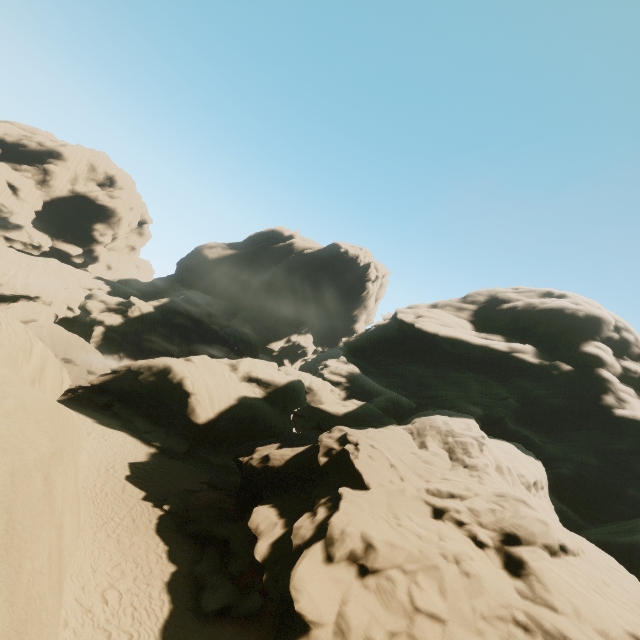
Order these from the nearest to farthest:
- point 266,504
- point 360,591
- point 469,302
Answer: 1. point 360,591
2. point 266,504
3. point 469,302

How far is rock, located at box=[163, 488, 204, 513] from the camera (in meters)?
16.02

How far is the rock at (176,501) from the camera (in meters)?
16.02

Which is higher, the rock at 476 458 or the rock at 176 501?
the rock at 476 458

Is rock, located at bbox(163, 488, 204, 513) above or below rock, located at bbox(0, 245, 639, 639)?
below

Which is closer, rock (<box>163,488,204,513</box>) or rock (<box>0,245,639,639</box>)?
rock (<box>0,245,639,639</box>)
